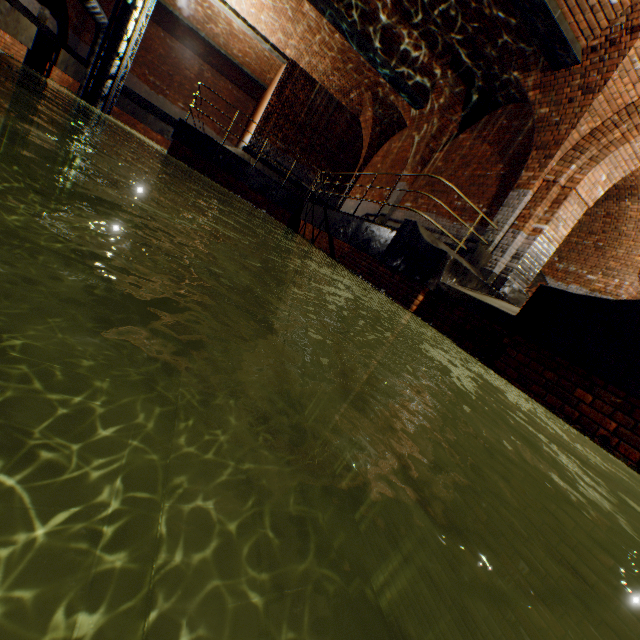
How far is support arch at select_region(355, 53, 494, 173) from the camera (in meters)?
8.95

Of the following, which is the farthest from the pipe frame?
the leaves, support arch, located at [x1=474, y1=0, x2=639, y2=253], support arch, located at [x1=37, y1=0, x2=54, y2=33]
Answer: the leaves

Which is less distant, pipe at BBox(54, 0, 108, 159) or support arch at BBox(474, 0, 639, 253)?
support arch at BBox(474, 0, 639, 253)

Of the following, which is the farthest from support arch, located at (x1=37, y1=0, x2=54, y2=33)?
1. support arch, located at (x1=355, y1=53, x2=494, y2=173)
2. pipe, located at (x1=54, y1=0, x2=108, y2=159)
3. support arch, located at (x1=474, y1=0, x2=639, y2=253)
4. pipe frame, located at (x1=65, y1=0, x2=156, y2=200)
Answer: support arch, located at (x1=355, y1=53, x2=494, y2=173)

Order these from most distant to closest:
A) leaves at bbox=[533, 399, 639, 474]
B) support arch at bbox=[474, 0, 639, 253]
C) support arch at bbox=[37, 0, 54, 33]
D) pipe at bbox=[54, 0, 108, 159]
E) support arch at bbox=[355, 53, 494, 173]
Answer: support arch at bbox=[37, 0, 54, 33] < pipe at bbox=[54, 0, 108, 159] < support arch at bbox=[355, 53, 494, 173] < support arch at bbox=[474, 0, 639, 253] < leaves at bbox=[533, 399, 639, 474]

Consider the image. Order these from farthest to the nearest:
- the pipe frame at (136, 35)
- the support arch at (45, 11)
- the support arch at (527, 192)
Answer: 1. the support arch at (45, 11)
2. the pipe frame at (136, 35)
3. the support arch at (527, 192)

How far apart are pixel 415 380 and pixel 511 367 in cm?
156

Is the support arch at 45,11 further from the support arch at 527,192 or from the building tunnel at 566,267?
the building tunnel at 566,267
